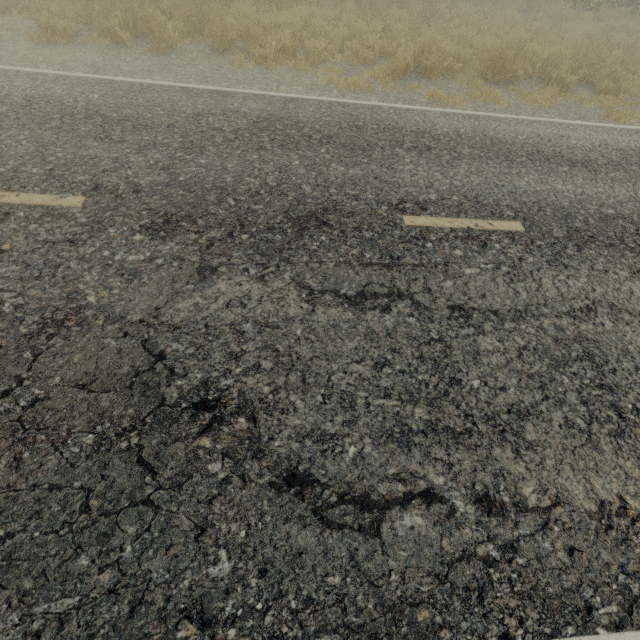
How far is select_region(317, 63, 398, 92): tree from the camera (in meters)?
6.60

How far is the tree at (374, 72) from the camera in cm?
660

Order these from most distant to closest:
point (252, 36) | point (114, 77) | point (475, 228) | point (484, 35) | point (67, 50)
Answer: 1. point (484, 35)
2. point (252, 36)
3. point (67, 50)
4. point (114, 77)
5. point (475, 228)
